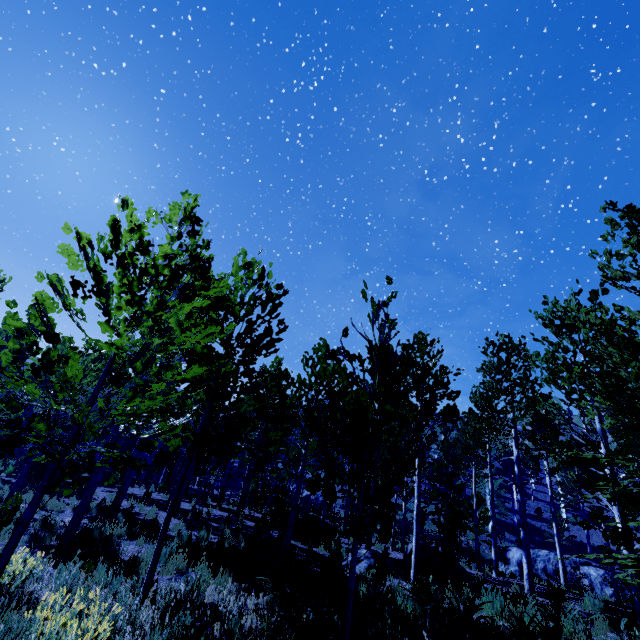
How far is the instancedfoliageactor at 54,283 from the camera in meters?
2.9

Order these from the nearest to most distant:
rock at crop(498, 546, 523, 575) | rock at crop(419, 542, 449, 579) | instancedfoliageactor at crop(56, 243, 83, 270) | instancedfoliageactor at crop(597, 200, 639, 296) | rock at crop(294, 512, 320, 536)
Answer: instancedfoliageactor at crop(56, 243, 83, 270), instancedfoliageactor at crop(597, 200, 639, 296), rock at crop(419, 542, 449, 579), rock at crop(294, 512, 320, 536), rock at crop(498, 546, 523, 575)

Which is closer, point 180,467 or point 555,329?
point 555,329

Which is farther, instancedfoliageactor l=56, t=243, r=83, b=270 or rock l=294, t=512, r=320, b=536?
rock l=294, t=512, r=320, b=536

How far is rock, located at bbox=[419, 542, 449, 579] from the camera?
10.77m

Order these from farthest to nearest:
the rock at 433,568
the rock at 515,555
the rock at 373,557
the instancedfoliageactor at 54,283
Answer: the rock at 515,555, the rock at 433,568, the rock at 373,557, the instancedfoliageactor at 54,283

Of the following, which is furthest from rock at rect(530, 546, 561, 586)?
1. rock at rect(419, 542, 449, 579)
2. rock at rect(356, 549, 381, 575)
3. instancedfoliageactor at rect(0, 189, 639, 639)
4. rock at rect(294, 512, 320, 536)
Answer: rock at rect(356, 549, 381, 575)

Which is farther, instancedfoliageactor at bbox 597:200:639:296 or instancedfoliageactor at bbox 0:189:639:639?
instancedfoliageactor at bbox 597:200:639:296
